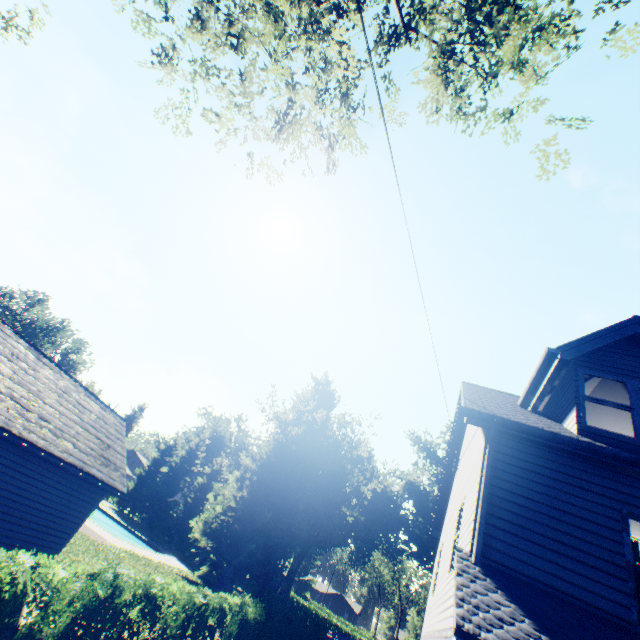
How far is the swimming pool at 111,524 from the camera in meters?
31.1

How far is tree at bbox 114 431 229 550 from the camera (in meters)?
42.66

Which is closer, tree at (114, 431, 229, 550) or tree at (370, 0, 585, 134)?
tree at (370, 0, 585, 134)

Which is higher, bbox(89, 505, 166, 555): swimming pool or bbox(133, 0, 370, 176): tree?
bbox(133, 0, 370, 176): tree

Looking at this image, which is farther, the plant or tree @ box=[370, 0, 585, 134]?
the plant

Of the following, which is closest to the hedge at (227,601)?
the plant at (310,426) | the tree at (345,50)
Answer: the plant at (310,426)

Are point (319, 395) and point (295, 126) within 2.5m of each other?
no
